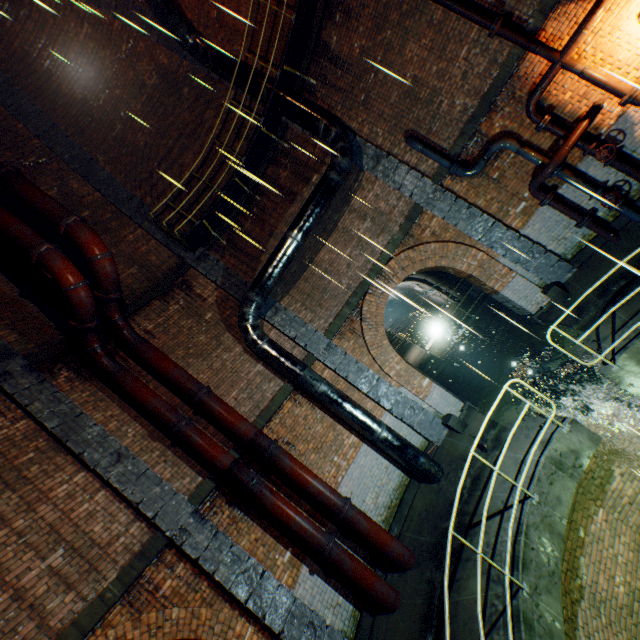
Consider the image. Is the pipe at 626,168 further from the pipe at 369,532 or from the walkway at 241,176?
the pipe at 369,532

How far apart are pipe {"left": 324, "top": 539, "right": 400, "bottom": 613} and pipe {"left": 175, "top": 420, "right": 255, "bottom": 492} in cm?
216

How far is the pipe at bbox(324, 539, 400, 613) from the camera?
6.4m

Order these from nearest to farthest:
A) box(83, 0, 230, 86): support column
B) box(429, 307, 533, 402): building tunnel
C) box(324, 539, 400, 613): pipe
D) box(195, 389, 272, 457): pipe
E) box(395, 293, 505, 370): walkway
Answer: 1. box(324, 539, 400, 613): pipe
2. box(195, 389, 272, 457): pipe
3. box(83, 0, 230, 86): support column
4. box(429, 307, 533, 402): building tunnel
5. box(395, 293, 505, 370): walkway

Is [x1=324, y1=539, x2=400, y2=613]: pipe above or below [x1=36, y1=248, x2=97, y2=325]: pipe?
below

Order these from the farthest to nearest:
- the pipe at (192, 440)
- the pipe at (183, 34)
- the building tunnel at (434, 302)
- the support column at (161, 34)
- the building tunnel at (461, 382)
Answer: the building tunnel at (434, 302), the building tunnel at (461, 382), the support column at (161, 34), the pipe at (183, 34), the pipe at (192, 440)

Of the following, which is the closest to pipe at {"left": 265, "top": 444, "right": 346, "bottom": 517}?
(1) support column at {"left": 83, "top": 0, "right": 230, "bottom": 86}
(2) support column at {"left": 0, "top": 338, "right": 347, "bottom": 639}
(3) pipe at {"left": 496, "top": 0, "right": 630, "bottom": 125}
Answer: (2) support column at {"left": 0, "top": 338, "right": 347, "bottom": 639}

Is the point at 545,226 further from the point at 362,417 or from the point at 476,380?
the point at 362,417
